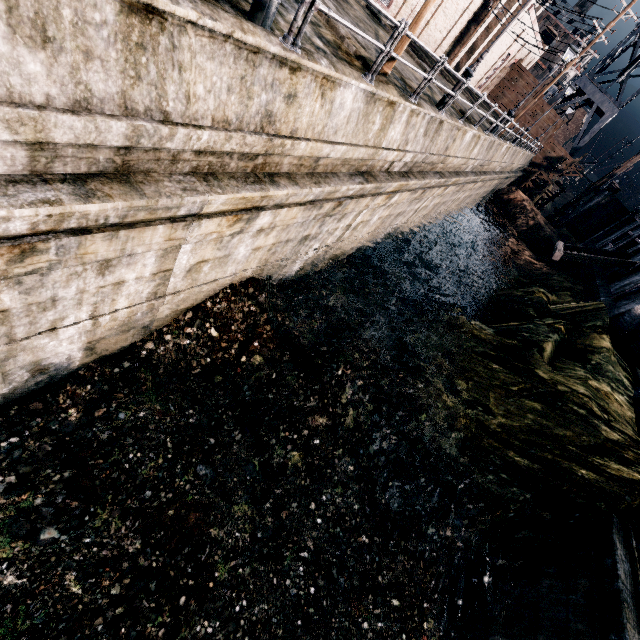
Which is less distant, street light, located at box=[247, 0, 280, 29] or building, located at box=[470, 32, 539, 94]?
street light, located at box=[247, 0, 280, 29]

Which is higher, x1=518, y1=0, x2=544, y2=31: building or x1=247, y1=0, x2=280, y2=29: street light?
x1=518, y1=0, x2=544, y2=31: building

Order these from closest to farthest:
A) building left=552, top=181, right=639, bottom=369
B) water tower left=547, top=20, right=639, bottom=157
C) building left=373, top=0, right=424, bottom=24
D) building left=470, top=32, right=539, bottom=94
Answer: building left=552, top=181, right=639, bottom=369 → building left=373, top=0, right=424, bottom=24 → building left=470, top=32, right=539, bottom=94 → water tower left=547, top=20, right=639, bottom=157

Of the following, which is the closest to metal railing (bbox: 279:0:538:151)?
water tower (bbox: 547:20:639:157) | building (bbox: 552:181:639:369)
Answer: building (bbox: 552:181:639:369)

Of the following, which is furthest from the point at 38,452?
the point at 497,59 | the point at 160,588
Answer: the point at 497,59

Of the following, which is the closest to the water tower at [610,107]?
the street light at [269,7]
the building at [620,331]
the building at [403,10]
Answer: the building at [403,10]

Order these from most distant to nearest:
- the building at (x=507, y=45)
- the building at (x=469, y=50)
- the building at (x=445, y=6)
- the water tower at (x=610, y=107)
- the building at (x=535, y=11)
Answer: the water tower at (x=610, y=107), the building at (x=507, y=45), the building at (x=535, y=11), the building at (x=469, y=50), the building at (x=445, y=6)

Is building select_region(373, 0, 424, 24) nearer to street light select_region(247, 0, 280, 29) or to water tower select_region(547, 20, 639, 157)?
water tower select_region(547, 20, 639, 157)
